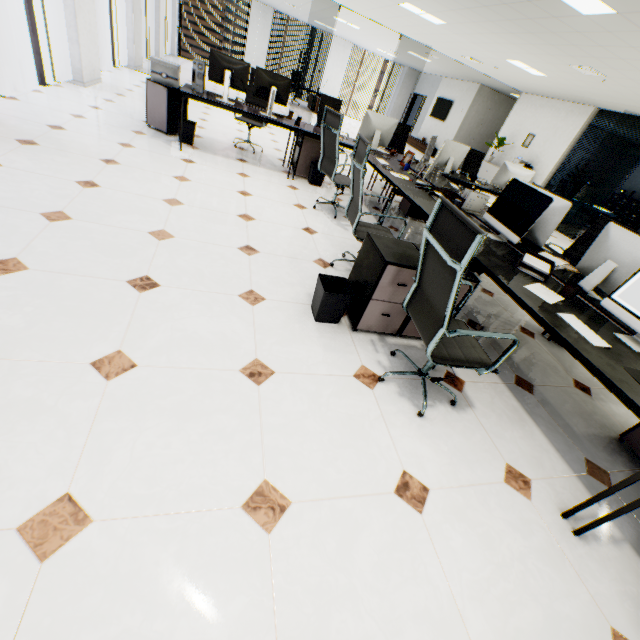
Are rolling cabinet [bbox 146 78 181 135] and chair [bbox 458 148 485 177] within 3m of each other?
no

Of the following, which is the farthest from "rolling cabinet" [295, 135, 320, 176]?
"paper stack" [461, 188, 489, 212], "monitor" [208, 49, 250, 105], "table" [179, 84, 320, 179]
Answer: "paper stack" [461, 188, 489, 212]

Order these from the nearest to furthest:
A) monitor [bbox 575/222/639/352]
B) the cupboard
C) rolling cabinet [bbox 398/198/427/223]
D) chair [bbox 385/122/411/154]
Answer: monitor [bbox 575/222/639/352]
rolling cabinet [bbox 398/198/427/223]
chair [bbox 385/122/411/154]
the cupboard

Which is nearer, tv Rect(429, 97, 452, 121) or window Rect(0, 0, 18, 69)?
window Rect(0, 0, 18, 69)

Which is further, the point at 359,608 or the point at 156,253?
the point at 156,253

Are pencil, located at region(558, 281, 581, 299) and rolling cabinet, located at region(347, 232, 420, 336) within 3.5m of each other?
yes

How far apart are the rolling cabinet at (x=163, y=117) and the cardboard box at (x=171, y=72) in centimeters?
3cm

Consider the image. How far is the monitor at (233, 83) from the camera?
4.3m
